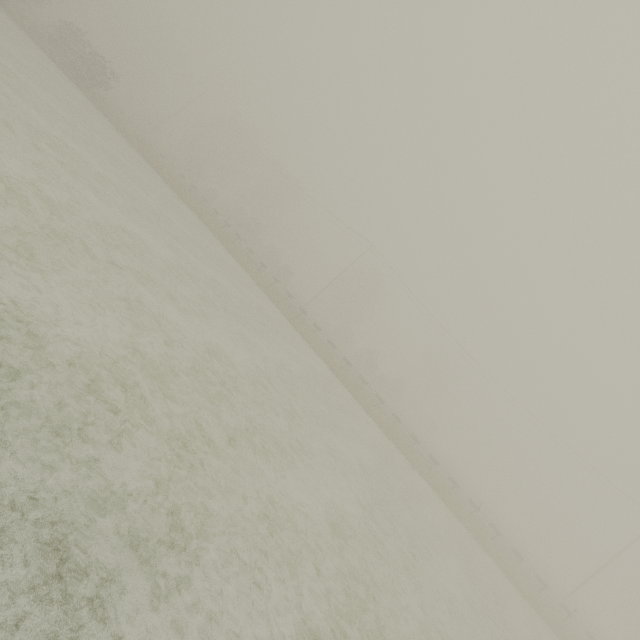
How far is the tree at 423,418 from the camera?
52.4 meters

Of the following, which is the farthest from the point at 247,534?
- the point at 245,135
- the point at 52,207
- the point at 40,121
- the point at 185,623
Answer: the point at 245,135

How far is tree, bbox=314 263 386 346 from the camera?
50.0 meters

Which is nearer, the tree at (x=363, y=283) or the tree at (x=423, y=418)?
the tree at (x=363, y=283)

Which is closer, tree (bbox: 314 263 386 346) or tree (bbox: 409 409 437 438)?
tree (bbox: 314 263 386 346)

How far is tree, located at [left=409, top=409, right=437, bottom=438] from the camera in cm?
5239
